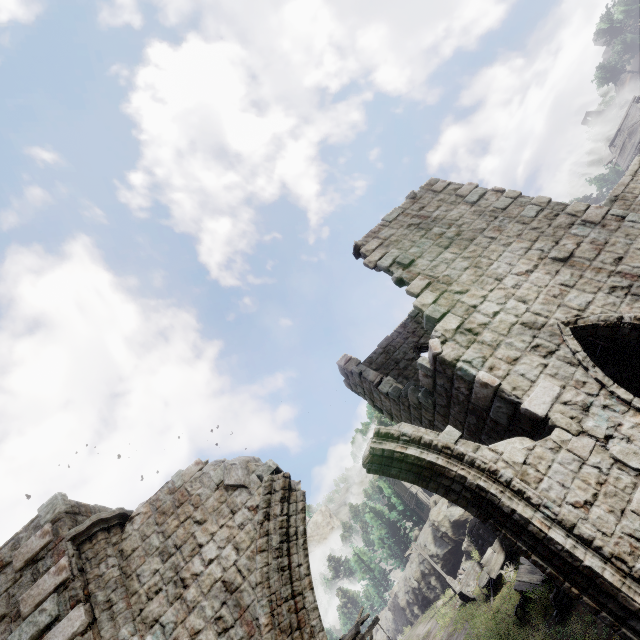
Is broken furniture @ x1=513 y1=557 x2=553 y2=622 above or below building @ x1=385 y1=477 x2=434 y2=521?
below

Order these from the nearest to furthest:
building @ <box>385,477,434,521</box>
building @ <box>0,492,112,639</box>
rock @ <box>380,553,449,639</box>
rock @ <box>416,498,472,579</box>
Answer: building @ <box>0,492,112,639</box> → rock @ <box>416,498,472,579</box> → rock @ <box>380,553,449,639</box> → building @ <box>385,477,434,521</box>

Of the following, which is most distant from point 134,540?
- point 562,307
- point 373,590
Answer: point 373,590

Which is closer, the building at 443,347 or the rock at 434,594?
the building at 443,347

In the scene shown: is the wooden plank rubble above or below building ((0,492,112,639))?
above

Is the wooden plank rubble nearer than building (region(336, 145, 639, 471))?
No

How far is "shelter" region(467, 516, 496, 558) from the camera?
23.9m

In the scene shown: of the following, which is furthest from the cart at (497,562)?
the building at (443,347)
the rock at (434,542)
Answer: the rock at (434,542)
